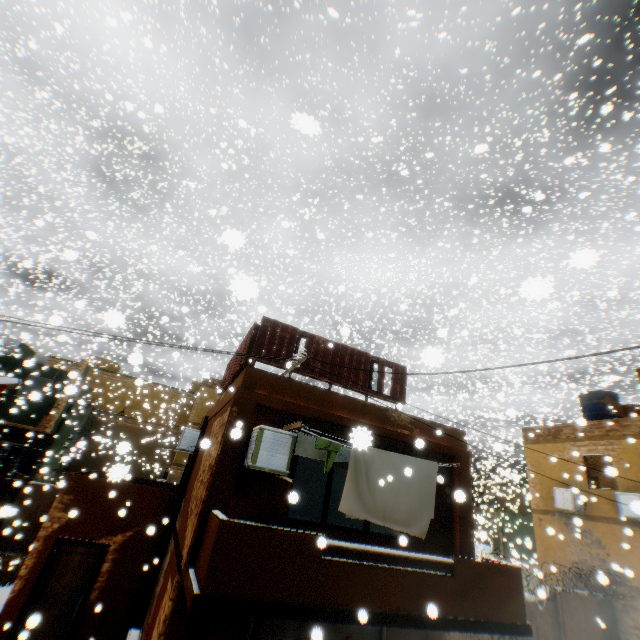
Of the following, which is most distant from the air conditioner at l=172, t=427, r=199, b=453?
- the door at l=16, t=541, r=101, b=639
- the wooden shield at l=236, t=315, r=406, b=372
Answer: the door at l=16, t=541, r=101, b=639

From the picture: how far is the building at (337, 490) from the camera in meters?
13.0

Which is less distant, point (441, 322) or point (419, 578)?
point (419, 578)

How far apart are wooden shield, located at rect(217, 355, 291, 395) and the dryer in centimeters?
48cm

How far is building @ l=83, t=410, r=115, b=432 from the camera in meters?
27.6

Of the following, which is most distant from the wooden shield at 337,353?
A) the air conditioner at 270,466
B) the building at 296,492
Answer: the air conditioner at 270,466

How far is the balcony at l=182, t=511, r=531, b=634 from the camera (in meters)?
4.87

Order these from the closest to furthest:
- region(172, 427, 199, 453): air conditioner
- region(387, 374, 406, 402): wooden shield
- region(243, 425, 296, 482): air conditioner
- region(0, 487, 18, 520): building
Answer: region(0, 487, 18, 520): building
region(243, 425, 296, 482): air conditioner
region(387, 374, 406, 402): wooden shield
region(172, 427, 199, 453): air conditioner
